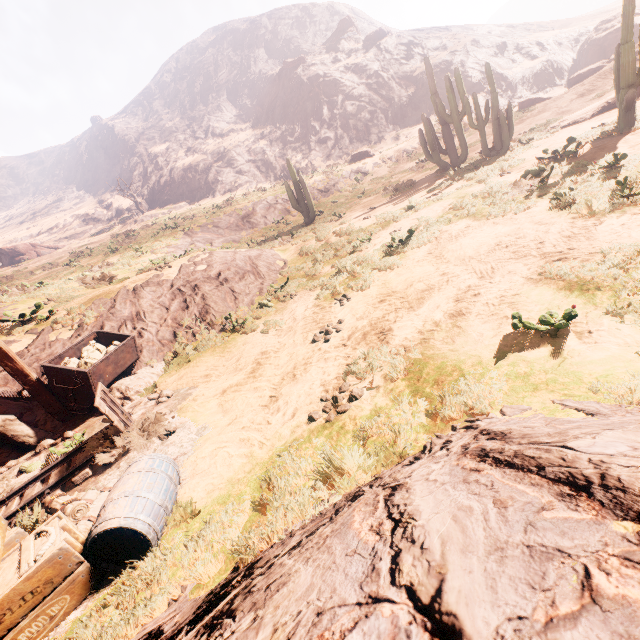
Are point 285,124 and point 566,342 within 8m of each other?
no

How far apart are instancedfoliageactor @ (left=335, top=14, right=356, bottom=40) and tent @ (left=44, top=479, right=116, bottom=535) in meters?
77.5 m

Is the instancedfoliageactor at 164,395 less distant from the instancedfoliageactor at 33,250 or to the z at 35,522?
the z at 35,522

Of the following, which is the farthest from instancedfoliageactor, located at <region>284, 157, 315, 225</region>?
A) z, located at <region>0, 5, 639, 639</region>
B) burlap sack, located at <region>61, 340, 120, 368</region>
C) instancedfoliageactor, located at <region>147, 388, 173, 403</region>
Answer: instancedfoliageactor, located at <region>147, 388, 173, 403</region>

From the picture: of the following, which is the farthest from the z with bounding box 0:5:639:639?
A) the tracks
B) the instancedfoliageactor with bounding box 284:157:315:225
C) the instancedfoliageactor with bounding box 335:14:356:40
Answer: the instancedfoliageactor with bounding box 335:14:356:40

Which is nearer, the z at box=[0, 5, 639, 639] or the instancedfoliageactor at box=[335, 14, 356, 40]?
the z at box=[0, 5, 639, 639]

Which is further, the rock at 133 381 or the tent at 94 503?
the rock at 133 381

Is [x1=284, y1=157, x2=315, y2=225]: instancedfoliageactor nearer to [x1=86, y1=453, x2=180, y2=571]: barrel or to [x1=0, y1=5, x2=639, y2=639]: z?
[x1=0, y1=5, x2=639, y2=639]: z
